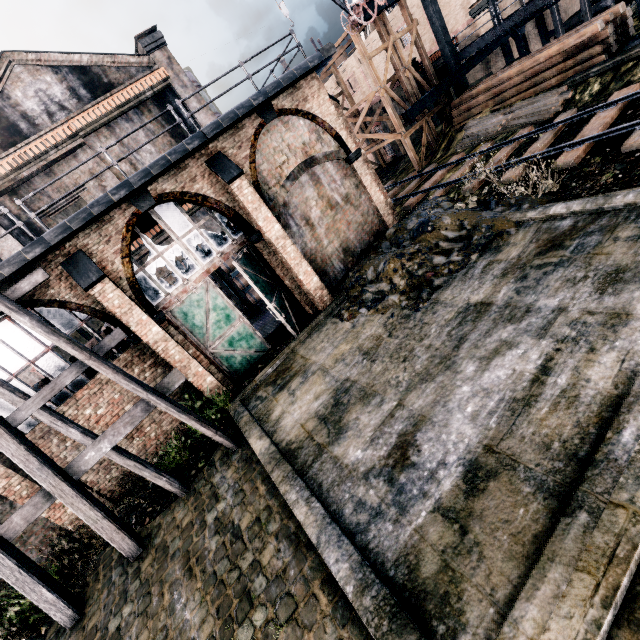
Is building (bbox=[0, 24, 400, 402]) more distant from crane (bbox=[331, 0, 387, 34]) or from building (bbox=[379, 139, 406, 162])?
building (bbox=[379, 139, 406, 162])

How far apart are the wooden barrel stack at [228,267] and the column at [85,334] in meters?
7.2

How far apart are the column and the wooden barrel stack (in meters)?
7.19

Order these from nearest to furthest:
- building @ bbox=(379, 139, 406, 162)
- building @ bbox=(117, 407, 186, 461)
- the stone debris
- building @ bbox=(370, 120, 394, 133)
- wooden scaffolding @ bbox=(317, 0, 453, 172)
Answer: the stone debris → building @ bbox=(117, 407, 186, 461) → wooden scaffolding @ bbox=(317, 0, 453, 172) → building @ bbox=(370, 120, 394, 133) → building @ bbox=(379, 139, 406, 162)

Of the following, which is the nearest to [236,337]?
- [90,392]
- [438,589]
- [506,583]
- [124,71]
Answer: [90,392]

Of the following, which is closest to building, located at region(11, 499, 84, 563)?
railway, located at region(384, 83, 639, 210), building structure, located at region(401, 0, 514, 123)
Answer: railway, located at region(384, 83, 639, 210)

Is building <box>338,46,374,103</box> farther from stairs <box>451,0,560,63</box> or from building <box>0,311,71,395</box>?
building <box>0,311,71,395</box>

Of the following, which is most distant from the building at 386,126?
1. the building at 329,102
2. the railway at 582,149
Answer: the building at 329,102
